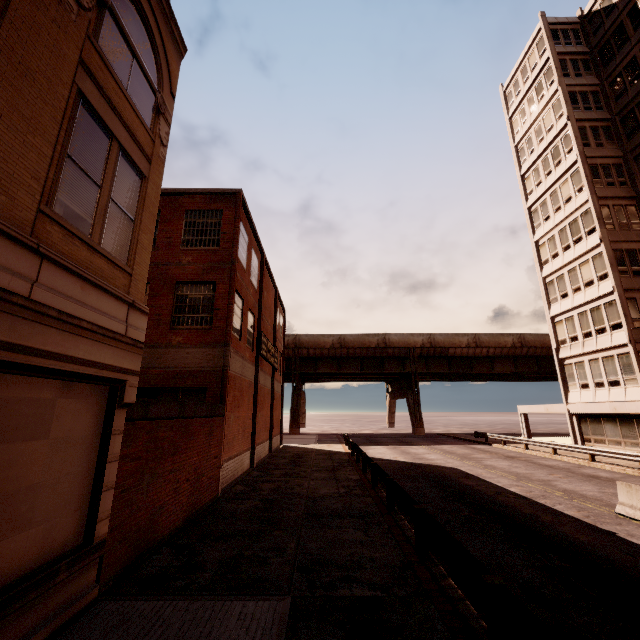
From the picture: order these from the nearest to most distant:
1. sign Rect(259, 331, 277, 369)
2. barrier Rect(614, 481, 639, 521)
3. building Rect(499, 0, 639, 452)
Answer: barrier Rect(614, 481, 639, 521), sign Rect(259, 331, 277, 369), building Rect(499, 0, 639, 452)

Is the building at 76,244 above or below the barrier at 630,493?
above

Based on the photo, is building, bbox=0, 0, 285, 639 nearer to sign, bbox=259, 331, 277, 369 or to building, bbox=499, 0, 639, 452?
sign, bbox=259, 331, 277, 369

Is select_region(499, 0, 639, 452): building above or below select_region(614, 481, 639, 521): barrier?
above

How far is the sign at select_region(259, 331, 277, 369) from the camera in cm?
2081

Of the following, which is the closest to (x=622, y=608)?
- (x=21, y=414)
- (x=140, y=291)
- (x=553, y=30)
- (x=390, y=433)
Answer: (x=21, y=414)

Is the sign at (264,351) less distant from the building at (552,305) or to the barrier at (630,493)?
the barrier at (630,493)

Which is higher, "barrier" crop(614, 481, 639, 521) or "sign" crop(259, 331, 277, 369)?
"sign" crop(259, 331, 277, 369)
